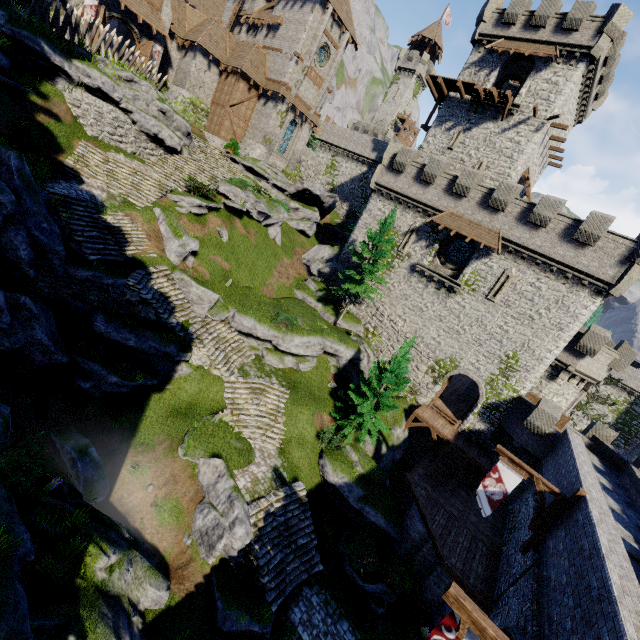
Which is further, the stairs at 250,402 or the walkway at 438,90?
the walkway at 438,90

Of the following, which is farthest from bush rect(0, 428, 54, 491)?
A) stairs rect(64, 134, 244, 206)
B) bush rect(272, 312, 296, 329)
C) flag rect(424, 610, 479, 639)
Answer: stairs rect(64, 134, 244, 206)

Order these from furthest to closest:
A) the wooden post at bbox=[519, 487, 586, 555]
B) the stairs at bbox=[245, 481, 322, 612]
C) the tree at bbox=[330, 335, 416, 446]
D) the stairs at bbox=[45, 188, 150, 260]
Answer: the tree at bbox=[330, 335, 416, 446]
the stairs at bbox=[45, 188, 150, 260]
the stairs at bbox=[245, 481, 322, 612]
the wooden post at bbox=[519, 487, 586, 555]

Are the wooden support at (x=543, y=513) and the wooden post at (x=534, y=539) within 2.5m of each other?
yes

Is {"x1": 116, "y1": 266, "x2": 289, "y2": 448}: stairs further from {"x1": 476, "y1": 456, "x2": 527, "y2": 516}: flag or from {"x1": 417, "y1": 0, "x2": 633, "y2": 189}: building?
{"x1": 417, "y1": 0, "x2": 633, "y2": 189}: building

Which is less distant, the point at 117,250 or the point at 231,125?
the point at 117,250

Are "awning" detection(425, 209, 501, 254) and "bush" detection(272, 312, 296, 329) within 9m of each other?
no

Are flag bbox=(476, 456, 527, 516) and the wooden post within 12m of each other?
yes
